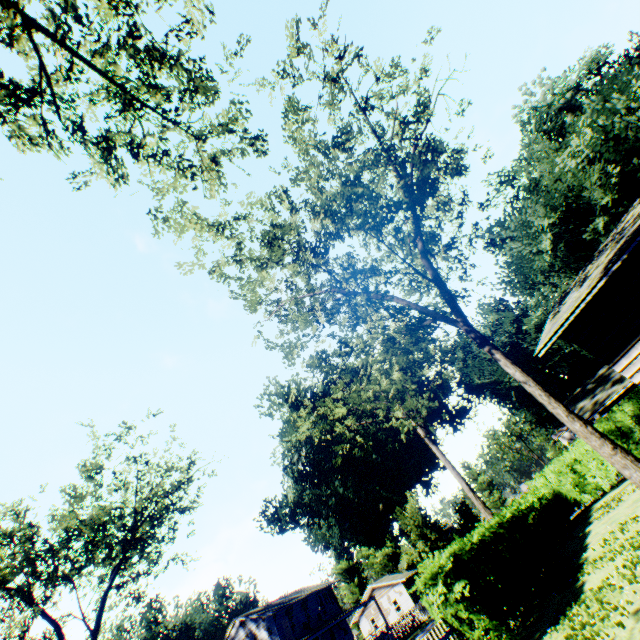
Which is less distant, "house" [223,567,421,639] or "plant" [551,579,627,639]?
"plant" [551,579,627,639]

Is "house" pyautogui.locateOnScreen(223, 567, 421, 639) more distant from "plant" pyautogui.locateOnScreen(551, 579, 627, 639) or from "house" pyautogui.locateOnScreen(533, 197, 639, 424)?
"house" pyautogui.locateOnScreen(533, 197, 639, 424)

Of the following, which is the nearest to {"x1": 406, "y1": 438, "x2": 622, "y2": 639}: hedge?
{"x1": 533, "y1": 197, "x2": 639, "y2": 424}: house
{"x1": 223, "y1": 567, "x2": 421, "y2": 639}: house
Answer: {"x1": 533, "y1": 197, "x2": 639, "y2": 424}: house

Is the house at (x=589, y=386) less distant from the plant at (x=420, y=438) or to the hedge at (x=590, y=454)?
the plant at (x=420, y=438)

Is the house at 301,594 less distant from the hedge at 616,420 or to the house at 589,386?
the hedge at 616,420

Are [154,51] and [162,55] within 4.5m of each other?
yes

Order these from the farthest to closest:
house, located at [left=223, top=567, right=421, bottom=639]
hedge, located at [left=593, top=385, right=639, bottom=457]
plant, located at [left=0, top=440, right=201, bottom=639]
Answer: house, located at [left=223, top=567, right=421, bottom=639] → plant, located at [left=0, top=440, right=201, bottom=639] → hedge, located at [left=593, top=385, right=639, bottom=457]

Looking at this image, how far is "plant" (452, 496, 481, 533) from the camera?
44.6 meters
